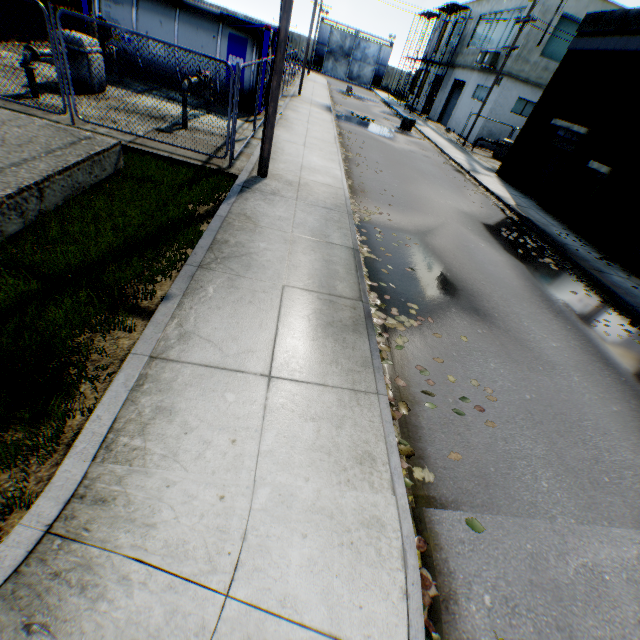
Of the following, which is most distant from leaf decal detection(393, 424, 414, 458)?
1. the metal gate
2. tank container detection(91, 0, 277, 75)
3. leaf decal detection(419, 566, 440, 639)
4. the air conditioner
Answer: the metal gate

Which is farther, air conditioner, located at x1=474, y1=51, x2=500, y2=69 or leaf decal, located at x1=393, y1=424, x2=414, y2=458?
air conditioner, located at x1=474, y1=51, x2=500, y2=69

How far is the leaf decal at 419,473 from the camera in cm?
346

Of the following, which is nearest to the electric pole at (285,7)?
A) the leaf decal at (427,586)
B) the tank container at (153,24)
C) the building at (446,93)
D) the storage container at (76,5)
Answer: the tank container at (153,24)

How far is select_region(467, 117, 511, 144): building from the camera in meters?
26.0 m

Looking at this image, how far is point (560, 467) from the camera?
4.09m

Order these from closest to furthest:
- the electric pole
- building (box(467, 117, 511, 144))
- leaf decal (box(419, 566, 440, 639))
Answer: leaf decal (box(419, 566, 440, 639)), the electric pole, building (box(467, 117, 511, 144))

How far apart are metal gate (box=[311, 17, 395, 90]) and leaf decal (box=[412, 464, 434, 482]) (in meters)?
61.77
